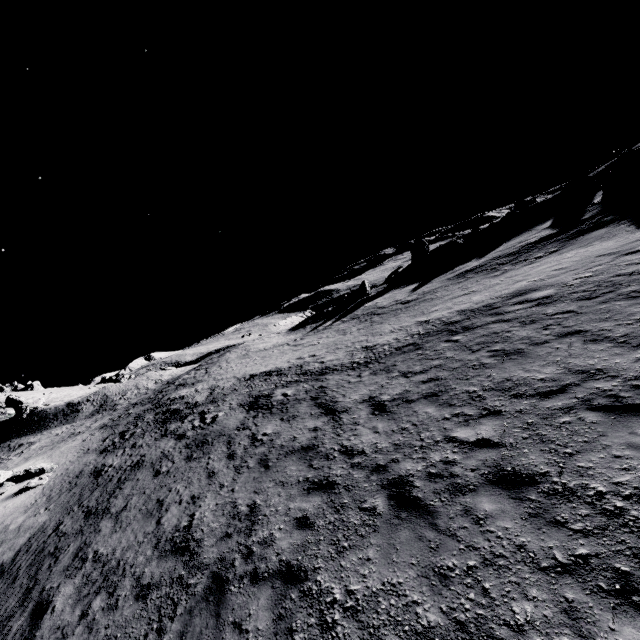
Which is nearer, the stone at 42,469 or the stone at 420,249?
the stone at 42,469

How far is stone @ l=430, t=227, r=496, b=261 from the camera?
42.6 meters

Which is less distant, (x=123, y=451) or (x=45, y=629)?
(x=45, y=629)

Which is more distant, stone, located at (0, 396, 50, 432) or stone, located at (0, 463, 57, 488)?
stone, located at (0, 396, 50, 432)

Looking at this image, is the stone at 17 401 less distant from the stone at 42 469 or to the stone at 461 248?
the stone at 42 469

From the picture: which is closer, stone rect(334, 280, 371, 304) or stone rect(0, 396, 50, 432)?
stone rect(0, 396, 50, 432)

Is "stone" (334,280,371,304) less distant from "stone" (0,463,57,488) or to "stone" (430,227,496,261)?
"stone" (430,227,496,261)

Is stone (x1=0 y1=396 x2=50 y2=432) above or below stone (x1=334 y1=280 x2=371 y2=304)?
above
